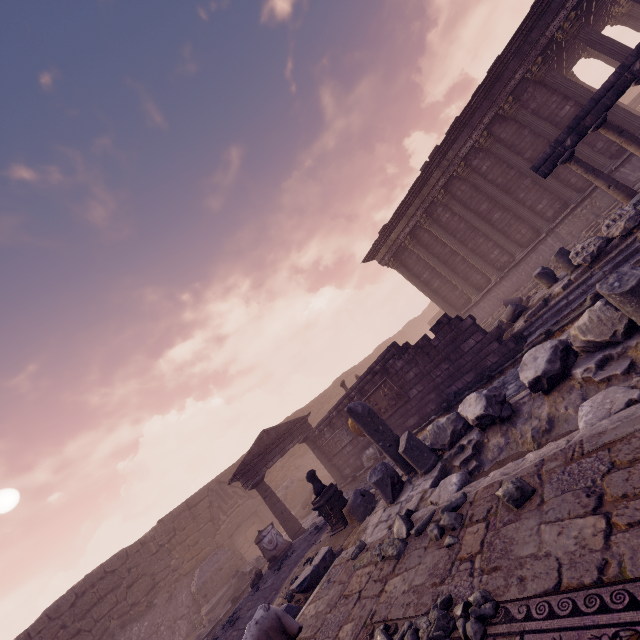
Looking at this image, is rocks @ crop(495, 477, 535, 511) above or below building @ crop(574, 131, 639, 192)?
below

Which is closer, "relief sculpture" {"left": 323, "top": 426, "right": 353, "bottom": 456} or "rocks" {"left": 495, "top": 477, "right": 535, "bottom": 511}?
"rocks" {"left": 495, "top": 477, "right": 535, "bottom": 511}

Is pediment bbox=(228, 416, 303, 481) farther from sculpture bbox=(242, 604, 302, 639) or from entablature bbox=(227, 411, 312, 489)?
sculpture bbox=(242, 604, 302, 639)

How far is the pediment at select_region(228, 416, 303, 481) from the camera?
13.5 meters

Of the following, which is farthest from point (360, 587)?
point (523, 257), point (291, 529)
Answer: point (523, 257)

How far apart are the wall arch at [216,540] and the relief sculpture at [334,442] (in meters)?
8.59

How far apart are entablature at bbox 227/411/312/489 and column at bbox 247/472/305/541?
0.0m

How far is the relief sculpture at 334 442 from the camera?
13.6m
